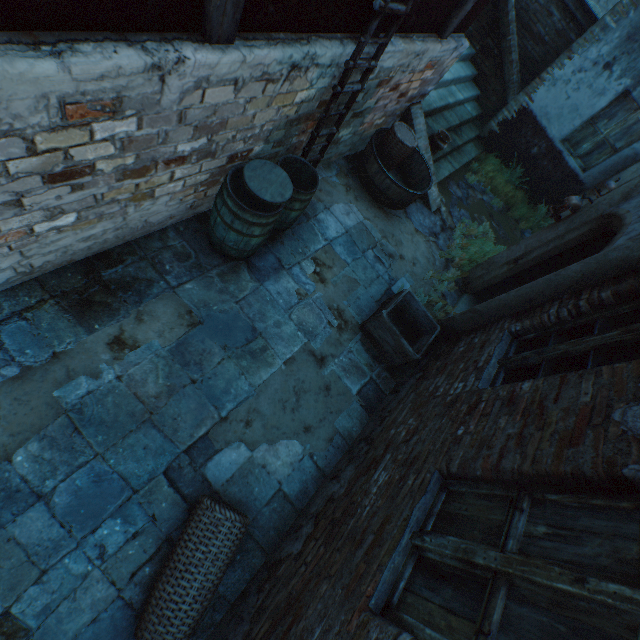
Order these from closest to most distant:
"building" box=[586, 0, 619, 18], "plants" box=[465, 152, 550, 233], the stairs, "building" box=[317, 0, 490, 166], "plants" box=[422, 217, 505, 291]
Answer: "building" box=[317, 0, 490, 166], "plants" box=[422, 217, 505, 291], the stairs, "plants" box=[465, 152, 550, 233], "building" box=[586, 0, 619, 18]

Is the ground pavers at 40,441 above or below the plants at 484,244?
below

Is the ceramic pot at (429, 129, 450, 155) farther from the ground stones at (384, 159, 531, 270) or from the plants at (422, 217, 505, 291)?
the plants at (422, 217, 505, 291)

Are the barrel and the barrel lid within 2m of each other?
yes

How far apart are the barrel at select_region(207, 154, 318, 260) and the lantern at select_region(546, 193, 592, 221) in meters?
4.1 m

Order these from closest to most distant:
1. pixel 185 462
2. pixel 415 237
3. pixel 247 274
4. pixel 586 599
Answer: pixel 586 599 < pixel 185 462 < pixel 247 274 < pixel 415 237

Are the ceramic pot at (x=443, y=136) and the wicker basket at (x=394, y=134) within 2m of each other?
yes

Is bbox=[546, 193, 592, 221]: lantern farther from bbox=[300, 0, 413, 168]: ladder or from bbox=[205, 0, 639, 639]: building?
bbox=[300, 0, 413, 168]: ladder
